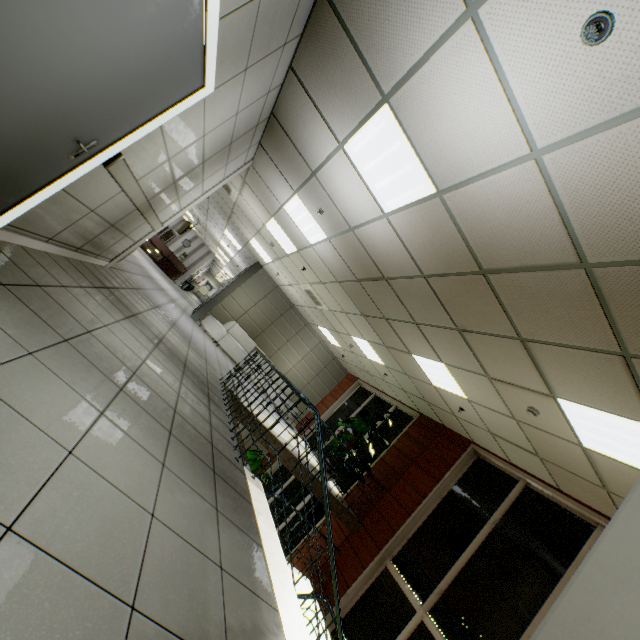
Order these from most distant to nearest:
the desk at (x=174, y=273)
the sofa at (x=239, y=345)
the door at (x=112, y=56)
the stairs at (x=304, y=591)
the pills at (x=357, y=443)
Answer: the desk at (x=174, y=273) → the sofa at (x=239, y=345) → the pills at (x=357, y=443) → the stairs at (x=304, y=591) → the door at (x=112, y=56)

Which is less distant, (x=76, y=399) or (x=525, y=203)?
(x=76, y=399)

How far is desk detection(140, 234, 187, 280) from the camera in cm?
1877

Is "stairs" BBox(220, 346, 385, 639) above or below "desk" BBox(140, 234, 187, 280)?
below

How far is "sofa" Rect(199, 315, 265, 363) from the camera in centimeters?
1142cm

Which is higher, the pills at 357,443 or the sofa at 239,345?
the pills at 357,443

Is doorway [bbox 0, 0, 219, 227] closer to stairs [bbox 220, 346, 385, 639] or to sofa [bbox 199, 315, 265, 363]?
stairs [bbox 220, 346, 385, 639]

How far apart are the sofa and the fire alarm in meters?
11.1 m
